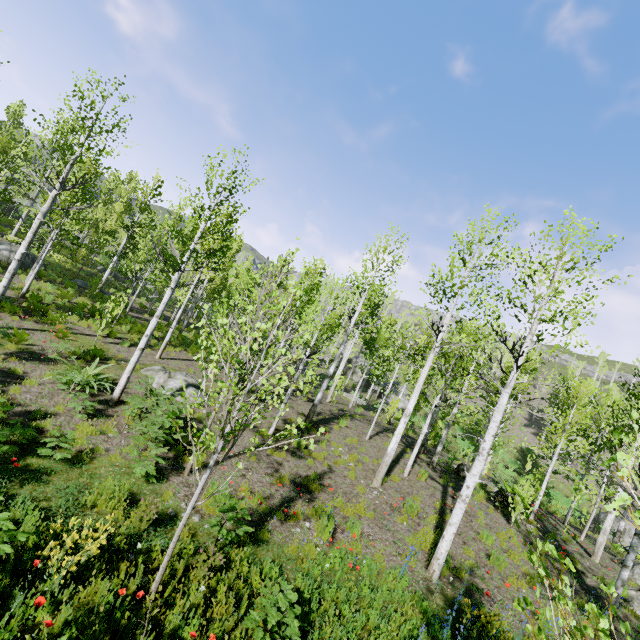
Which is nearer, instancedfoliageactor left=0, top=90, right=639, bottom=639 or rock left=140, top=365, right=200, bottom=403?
instancedfoliageactor left=0, top=90, right=639, bottom=639

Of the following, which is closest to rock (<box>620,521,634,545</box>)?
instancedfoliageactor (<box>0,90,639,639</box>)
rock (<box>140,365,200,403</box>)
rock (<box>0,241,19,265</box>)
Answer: instancedfoliageactor (<box>0,90,639,639</box>)

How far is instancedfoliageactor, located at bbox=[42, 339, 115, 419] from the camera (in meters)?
8.29

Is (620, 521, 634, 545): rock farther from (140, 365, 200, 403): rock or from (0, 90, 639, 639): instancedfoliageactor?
(140, 365, 200, 403): rock

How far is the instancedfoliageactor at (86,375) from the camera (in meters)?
8.29

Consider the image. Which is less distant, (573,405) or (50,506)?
(50,506)

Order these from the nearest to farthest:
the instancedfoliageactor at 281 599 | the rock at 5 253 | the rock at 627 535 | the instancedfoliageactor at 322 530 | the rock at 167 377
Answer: the instancedfoliageactor at 281 599 < the instancedfoliageactor at 322 530 < the rock at 167 377 < the rock at 5 253 < the rock at 627 535

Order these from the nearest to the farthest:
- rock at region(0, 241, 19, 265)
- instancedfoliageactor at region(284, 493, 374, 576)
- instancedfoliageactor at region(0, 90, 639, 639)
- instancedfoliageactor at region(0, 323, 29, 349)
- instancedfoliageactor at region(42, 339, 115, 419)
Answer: instancedfoliageactor at region(0, 90, 639, 639) < instancedfoliageactor at region(284, 493, 374, 576) < instancedfoliageactor at region(42, 339, 115, 419) < instancedfoliageactor at region(0, 323, 29, 349) < rock at region(0, 241, 19, 265)
